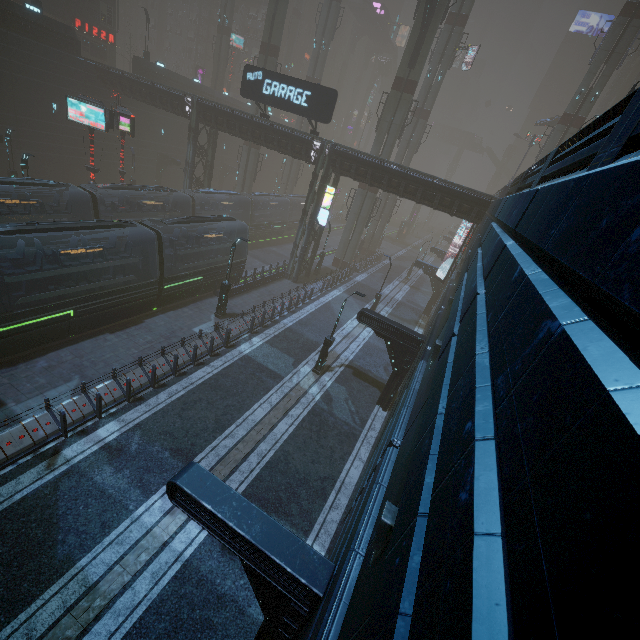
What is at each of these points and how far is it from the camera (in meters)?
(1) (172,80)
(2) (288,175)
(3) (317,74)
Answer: (1) building, 39.38
(2) sm, 48.25
(3) sm, 42.41

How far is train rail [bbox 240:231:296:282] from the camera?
32.67m

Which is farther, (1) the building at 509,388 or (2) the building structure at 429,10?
(2) the building structure at 429,10

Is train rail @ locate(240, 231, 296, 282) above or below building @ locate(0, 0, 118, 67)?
below

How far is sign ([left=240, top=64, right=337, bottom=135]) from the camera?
21.5m

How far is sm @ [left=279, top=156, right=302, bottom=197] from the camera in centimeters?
4747cm

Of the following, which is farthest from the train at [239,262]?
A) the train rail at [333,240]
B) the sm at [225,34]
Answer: the sm at [225,34]
